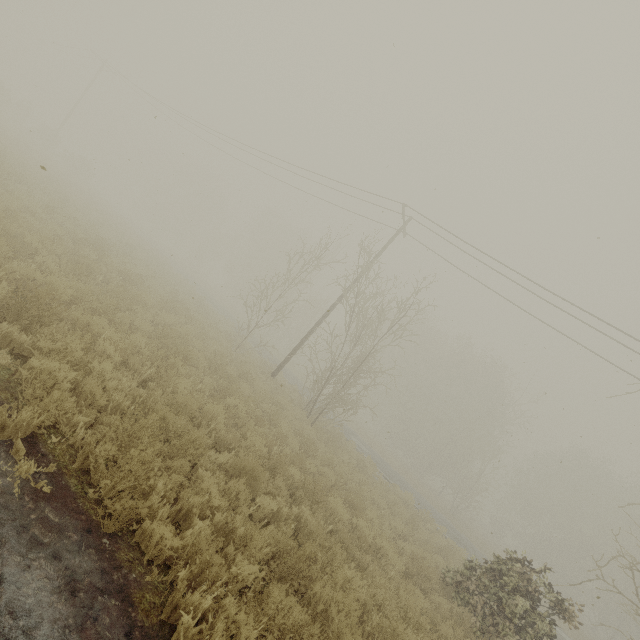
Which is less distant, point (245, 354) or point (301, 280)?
point (301, 280)
